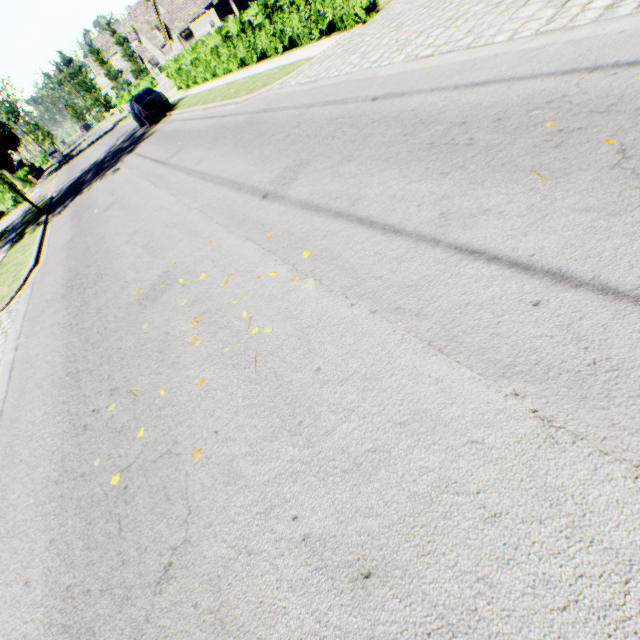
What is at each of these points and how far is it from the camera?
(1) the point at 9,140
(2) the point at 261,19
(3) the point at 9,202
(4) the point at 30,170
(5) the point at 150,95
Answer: (1) tree, 45.9m
(2) hedge, 12.8m
(3) hedge, 31.5m
(4) hedge, 46.8m
(5) car, 19.1m

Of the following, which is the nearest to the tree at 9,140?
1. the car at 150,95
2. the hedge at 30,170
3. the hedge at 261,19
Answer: the hedge at 30,170

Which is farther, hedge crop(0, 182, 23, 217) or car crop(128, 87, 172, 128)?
hedge crop(0, 182, 23, 217)

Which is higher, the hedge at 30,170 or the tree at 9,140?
the tree at 9,140

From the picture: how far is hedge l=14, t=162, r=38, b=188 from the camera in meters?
40.7

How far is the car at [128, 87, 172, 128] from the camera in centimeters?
1895cm

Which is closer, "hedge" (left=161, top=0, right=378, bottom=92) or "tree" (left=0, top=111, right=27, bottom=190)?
"hedge" (left=161, top=0, right=378, bottom=92)

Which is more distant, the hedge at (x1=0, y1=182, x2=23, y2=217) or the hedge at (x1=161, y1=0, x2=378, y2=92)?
the hedge at (x1=0, y1=182, x2=23, y2=217)
